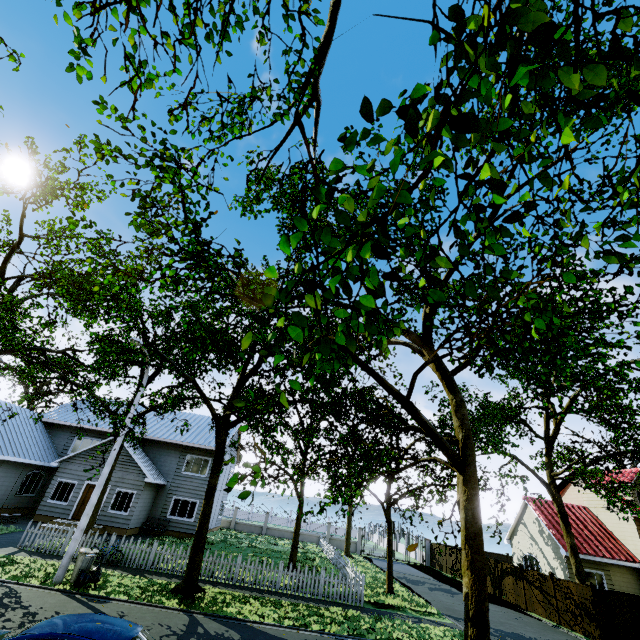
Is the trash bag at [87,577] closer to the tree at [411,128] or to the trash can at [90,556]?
the trash can at [90,556]

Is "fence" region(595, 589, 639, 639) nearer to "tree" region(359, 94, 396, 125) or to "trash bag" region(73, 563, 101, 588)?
"tree" region(359, 94, 396, 125)

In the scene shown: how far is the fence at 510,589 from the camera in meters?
21.2 m

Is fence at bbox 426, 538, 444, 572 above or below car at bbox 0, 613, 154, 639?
below

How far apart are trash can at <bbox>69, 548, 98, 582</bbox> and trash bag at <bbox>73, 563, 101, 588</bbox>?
0.02m

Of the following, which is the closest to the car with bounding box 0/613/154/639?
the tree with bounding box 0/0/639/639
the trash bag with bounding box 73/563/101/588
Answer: the tree with bounding box 0/0/639/639

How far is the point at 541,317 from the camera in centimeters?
286cm

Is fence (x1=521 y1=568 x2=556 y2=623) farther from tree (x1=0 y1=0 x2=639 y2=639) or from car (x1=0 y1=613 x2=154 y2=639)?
car (x1=0 y1=613 x2=154 y2=639)
